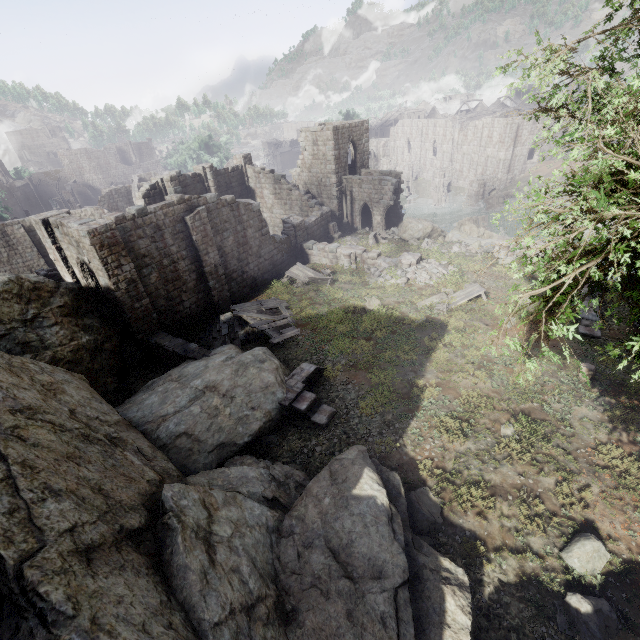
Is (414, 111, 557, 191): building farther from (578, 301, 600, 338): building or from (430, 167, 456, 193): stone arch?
(578, 301, 600, 338): building

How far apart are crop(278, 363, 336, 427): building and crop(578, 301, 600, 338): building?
11.1 meters

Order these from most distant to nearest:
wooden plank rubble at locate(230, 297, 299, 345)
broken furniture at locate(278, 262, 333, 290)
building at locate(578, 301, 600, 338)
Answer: broken furniture at locate(278, 262, 333, 290) < wooden plank rubble at locate(230, 297, 299, 345) < building at locate(578, 301, 600, 338)

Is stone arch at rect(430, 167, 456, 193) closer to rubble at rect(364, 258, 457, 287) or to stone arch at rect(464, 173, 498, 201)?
stone arch at rect(464, 173, 498, 201)

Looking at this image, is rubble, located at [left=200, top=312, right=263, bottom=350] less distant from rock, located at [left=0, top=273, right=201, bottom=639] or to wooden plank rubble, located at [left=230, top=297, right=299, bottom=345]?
wooden plank rubble, located at [left=230, top=297, right=299, bottom=345]

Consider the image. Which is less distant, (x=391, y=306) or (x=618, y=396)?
(x=618, y=396)

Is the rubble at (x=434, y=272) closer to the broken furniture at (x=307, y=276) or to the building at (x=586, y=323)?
the broken furniture at (x=307, y=276)

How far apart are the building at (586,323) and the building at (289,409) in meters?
11.1
